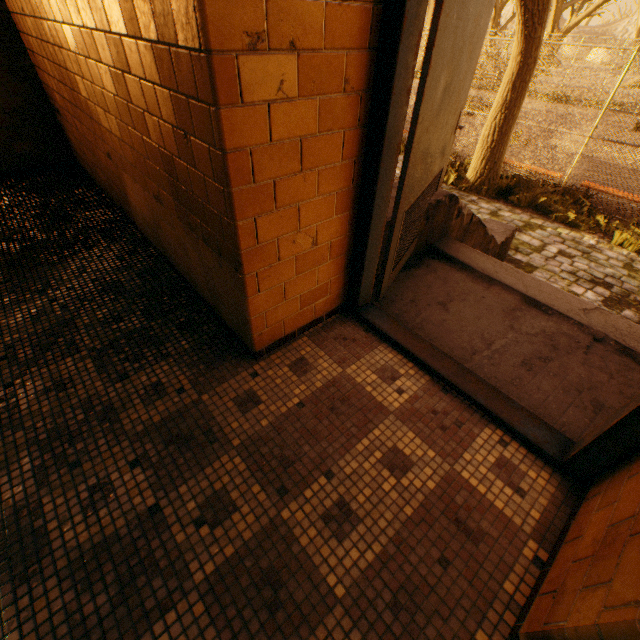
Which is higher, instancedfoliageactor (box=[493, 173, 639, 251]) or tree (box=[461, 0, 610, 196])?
tree (box=[461, 0, 610, 196])

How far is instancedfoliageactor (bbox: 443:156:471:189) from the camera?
8.3 meters

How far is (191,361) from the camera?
2.09m

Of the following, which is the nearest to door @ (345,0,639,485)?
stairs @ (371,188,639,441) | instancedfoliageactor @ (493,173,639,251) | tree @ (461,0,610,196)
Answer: stairs @ (371,188,639,441)

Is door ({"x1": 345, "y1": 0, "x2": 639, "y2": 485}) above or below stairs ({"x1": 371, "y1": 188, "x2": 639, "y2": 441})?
above

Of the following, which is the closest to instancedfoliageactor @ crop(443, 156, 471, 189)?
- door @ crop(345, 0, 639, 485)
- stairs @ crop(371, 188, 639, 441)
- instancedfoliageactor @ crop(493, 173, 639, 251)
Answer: instancedfoliageactor @ crop(493, 173, 639, 251)

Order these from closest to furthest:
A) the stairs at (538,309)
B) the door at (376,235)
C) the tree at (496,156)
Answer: the door at (376,235) → the stairs at (538,309) → the tree at (496,156)

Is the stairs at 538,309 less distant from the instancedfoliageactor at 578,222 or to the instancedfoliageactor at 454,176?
the instancedfoliageactor at 578,222
